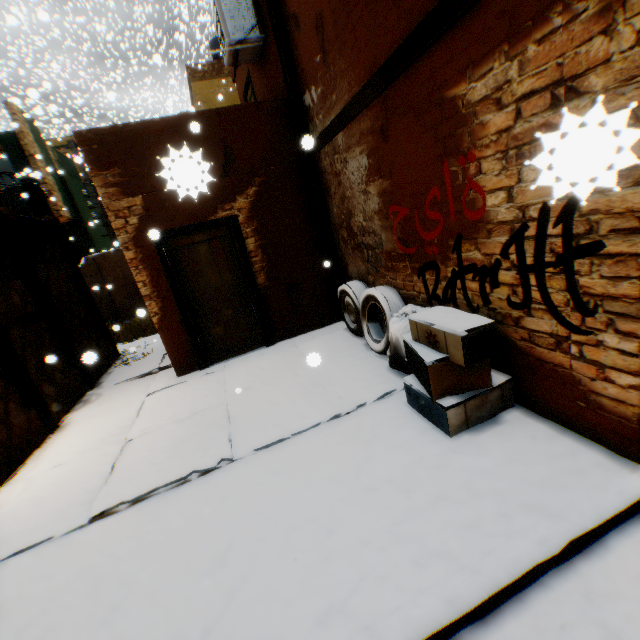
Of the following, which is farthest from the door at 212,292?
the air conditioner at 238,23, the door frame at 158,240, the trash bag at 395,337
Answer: the air conditioner at 238,23

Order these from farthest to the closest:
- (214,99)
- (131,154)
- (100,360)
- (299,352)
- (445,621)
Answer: (214,99) < (100,360) < (299,352) < (131,154) < (445,621)

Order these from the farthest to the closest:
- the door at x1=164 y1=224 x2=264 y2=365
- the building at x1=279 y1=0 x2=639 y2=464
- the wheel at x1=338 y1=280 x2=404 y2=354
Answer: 1. the door at x1=164 y1=224 x2=264 y2=365
2. the wheel at x1=338 y1=280 x2=404 y2=354
3. the building at x1=279 y1=0 x2=639 y2=464

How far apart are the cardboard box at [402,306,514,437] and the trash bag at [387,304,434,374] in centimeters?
11cm

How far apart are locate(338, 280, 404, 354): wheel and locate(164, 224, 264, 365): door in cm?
9

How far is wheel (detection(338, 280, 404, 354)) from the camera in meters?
4.3

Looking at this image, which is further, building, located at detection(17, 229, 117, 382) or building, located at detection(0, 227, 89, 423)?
building, located at detection(17, 229, 117, 382)

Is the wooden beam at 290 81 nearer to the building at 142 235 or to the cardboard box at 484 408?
the building at 142 235
